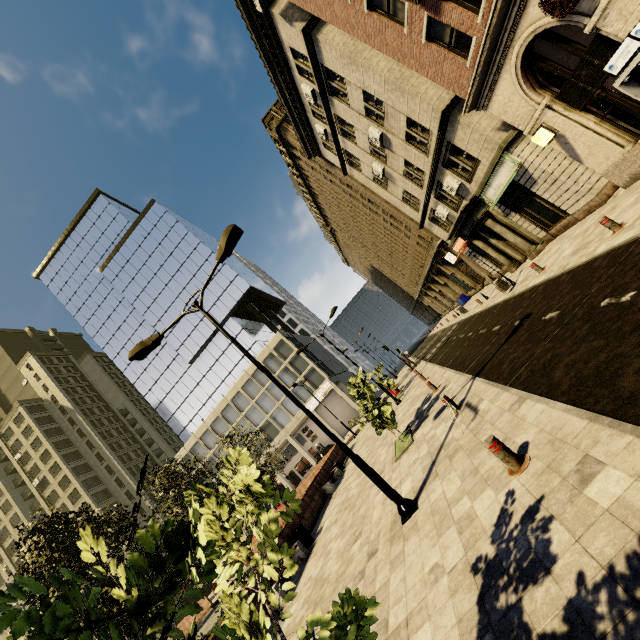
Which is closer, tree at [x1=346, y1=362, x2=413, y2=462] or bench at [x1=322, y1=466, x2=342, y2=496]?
tree at [x1=346, y1=362, x2=413, y2=462]

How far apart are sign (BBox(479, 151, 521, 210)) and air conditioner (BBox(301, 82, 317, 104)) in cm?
1325

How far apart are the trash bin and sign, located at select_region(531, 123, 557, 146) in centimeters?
1791cm

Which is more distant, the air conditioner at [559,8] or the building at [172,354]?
the building at [172,354]

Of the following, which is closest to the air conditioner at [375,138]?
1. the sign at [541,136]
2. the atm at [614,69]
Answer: the sign at [541,136]

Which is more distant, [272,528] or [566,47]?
[566,47]

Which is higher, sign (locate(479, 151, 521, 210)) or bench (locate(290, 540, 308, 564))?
sign (locate(479, 151, 521, 210))

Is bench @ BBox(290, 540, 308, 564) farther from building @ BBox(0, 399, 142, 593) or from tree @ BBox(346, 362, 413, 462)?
building @ BBox(0, 399, 142, 593)
